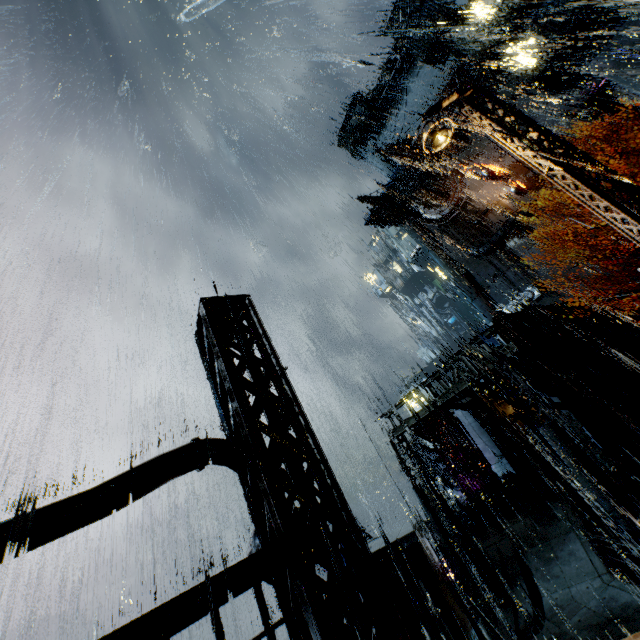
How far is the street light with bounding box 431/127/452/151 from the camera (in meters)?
5.84

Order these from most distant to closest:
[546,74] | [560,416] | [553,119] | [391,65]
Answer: [391,65], [553,119], [546,74], [560,416]

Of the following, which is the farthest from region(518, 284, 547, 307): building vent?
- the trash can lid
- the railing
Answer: the railing

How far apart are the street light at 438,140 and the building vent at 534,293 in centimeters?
3557cm

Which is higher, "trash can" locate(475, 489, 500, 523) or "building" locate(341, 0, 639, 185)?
"building" locate(341, 0, 639, 185)

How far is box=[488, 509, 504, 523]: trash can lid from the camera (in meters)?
15.70

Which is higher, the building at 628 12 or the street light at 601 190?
the building at 628 12

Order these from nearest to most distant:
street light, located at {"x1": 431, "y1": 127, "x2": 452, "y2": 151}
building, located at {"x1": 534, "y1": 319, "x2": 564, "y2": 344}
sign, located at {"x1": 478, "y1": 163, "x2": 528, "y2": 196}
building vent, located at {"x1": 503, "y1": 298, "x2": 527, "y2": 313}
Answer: street light, located at {"x1": 431, "y1": 127, "x2": 452, "y2": 151}
building, located at {"x1": 534, "y1": 319, "x2": 564, "y2": 344}
sign, located at {"x1": 478, "y1": 163, "x2": 528, "y2": 196}
building vent, located at {"x1": 503, "y1": 298, "x2": 527, "y2": 313}
